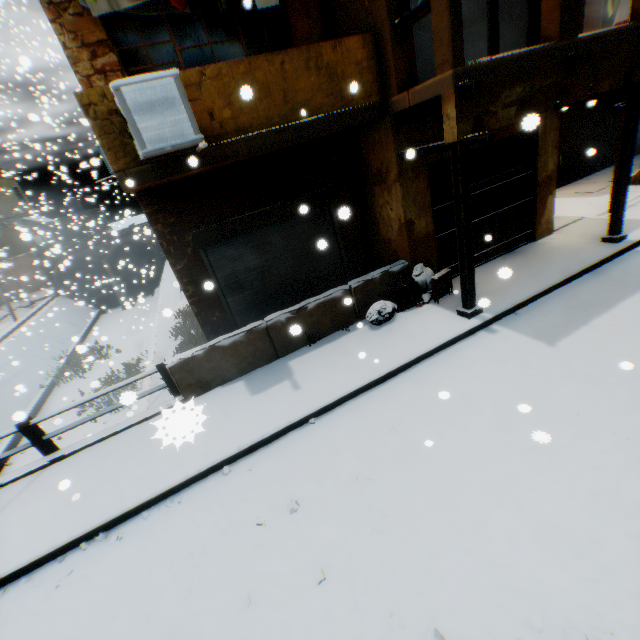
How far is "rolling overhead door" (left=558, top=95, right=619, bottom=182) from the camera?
12.5m

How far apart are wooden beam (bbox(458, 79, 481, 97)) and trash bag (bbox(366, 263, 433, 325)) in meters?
2.9

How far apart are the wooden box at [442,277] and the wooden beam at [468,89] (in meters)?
3.24

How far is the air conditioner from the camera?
4.0m

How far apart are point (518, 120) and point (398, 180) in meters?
3.4 m

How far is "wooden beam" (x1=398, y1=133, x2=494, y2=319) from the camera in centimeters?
505cm

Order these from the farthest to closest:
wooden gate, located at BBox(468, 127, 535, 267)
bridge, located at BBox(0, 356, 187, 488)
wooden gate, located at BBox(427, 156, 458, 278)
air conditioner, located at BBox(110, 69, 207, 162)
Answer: wooden gate, located at BBox(468, 127, 535, 267), wooden gate, located at BBox(427, 156, 458, 278), bridge, located at BBox(0, 356, 187, 488), air conditioner, located at BBox(110, 69, 207, 162)

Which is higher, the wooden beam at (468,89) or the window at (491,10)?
the window at (491,10)
